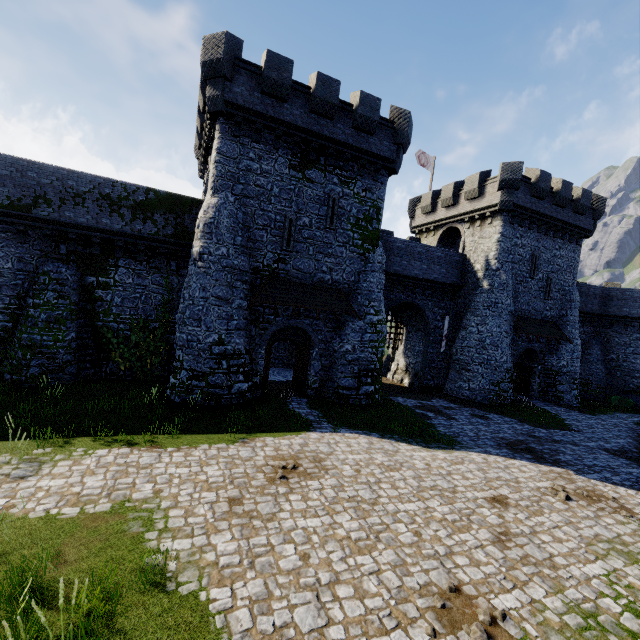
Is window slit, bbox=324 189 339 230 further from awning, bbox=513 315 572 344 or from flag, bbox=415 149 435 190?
flag, bbox=415 149 435 190

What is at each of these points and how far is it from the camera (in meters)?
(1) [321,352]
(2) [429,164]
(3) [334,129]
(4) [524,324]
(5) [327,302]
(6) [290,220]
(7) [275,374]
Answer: (1) building, 18.48
(2) flag, 31.03
(3) building, 17.11
(4) awning, 24.19
(5) awning, 17.56
(6) window slit, 17.06
(7) building, 23.59

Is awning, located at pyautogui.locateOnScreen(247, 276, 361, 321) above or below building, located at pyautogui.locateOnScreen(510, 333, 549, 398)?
above

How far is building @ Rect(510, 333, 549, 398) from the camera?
24.80m

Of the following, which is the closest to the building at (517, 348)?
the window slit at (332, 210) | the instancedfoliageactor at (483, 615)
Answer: the window slit at (332, 210)

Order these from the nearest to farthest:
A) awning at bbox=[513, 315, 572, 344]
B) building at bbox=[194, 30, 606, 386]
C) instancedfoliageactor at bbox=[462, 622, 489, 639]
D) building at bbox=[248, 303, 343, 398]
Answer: instancedfoliageactor at bbox=[462, 622, 489, 639]
building at bbox=[194, 30, 606, 386]
building at bbox=[248, 303, 343, 398]
awning at bbox=[513, 315, 572, 344]

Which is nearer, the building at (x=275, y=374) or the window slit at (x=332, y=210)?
the window slit at (x=332, y=210)

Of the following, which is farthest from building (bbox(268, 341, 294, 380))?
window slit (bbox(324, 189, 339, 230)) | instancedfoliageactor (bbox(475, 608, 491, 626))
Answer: instancedfoliageactor (bbox(475, 608, 491, 626))
